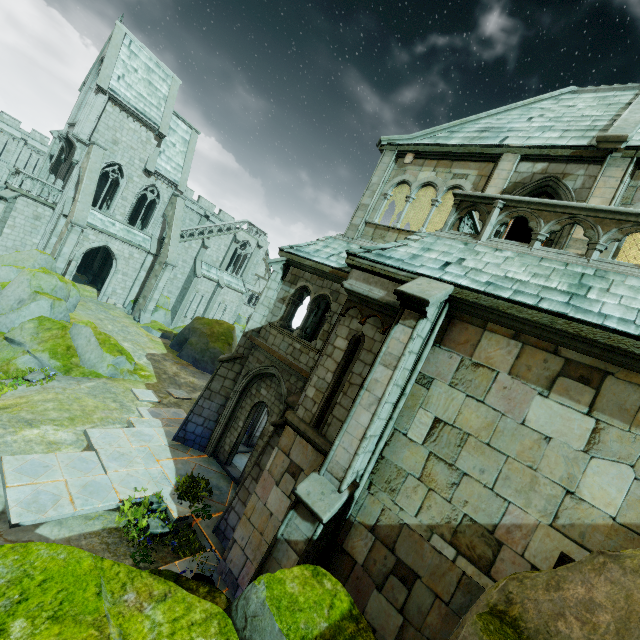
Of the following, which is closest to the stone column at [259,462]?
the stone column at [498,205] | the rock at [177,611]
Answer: the rock at [177,611]

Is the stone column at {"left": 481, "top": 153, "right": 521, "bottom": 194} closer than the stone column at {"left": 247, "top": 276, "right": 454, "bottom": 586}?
No

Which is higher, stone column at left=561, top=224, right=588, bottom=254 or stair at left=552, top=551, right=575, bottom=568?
stone column at left=561, top=224, right=588, bottom=254

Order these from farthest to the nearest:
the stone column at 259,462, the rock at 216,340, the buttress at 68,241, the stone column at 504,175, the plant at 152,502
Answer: the rock at 216,340 < the buttress at 68,241 < the stone column at 504,175 < the stone column at 259,462 < the plant at 152,502

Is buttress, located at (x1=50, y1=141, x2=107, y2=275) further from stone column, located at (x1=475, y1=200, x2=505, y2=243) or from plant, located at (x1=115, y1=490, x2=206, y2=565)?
stone column, located at (x1=475, y1=200, x2=505, y2=243)

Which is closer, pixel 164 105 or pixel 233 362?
pixel 233 362

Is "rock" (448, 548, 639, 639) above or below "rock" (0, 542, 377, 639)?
above

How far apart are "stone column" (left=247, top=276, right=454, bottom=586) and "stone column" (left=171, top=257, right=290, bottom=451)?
6.4m
